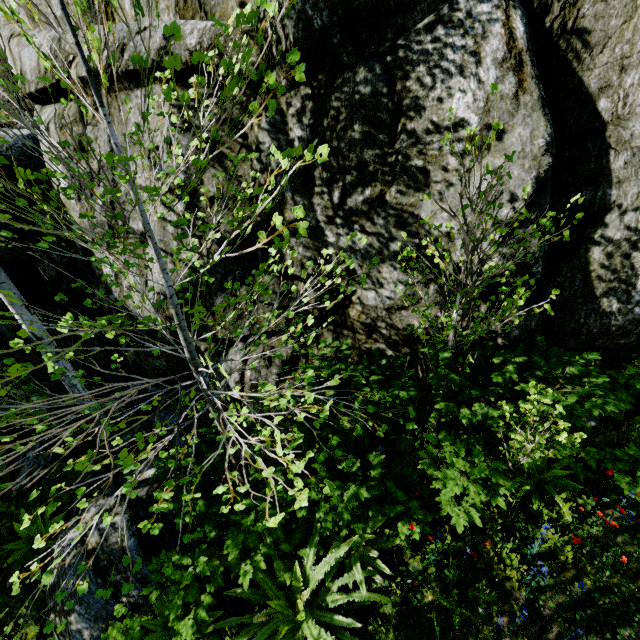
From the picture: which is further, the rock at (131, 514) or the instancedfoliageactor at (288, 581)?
the rock at (131, 514)

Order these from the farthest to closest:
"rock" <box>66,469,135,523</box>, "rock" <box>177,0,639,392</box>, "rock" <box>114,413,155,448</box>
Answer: "rock" <box>114,413,155,448</box>
"rock" <box>66,469,135,523</box>
"rock" <box>177,0,639,392</box>

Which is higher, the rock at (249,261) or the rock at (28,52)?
the rock at (28,52)

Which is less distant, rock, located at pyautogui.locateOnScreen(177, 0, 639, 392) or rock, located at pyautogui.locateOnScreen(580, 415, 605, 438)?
rock, located at pyautogui.locateOnScreen(177, 0, 639, 392)

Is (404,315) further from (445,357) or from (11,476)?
(11,476)

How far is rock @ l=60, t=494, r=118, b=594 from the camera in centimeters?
417cm
